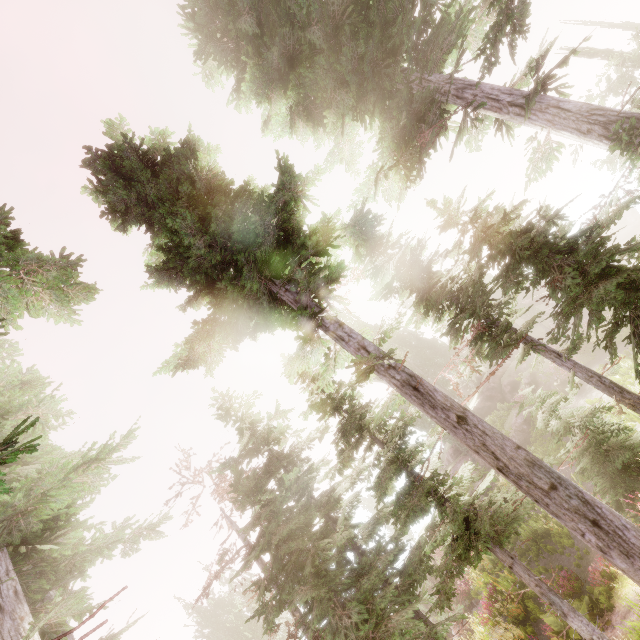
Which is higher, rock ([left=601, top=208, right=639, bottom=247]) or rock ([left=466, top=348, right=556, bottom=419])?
rock ([left=466, top=348, right=556, bottom=419])

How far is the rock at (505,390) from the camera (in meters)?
25.03

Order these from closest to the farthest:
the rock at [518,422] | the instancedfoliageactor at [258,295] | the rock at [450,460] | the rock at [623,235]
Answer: the instancedfoliageactor at [258,295], the rock at [518,422], the rock at [450,460], the rock at [623,235]

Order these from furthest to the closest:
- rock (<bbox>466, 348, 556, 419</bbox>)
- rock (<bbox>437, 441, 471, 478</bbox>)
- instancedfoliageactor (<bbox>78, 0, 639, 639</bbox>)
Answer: rock (<bbox>437, 441, 471, 478</bbox>), rock (<bbox>466, 348, 556, 419</bbox>), instancedfoliageactor (<bbox>78, 0, 639, 639</bbox>)

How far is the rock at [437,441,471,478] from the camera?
31.9m

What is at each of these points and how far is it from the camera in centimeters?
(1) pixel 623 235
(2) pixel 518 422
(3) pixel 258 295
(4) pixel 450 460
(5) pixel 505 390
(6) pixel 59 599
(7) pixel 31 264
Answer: (1) rock, 4534cm
(2) rock, 2477cm
(3) instancedfoliageactor, 680cm
(4) rock, 3450cm
(5) rock, 3331cm
(6) instancedfoliageactor, 712cm
(7) instancedfoliageactor, 521cm
